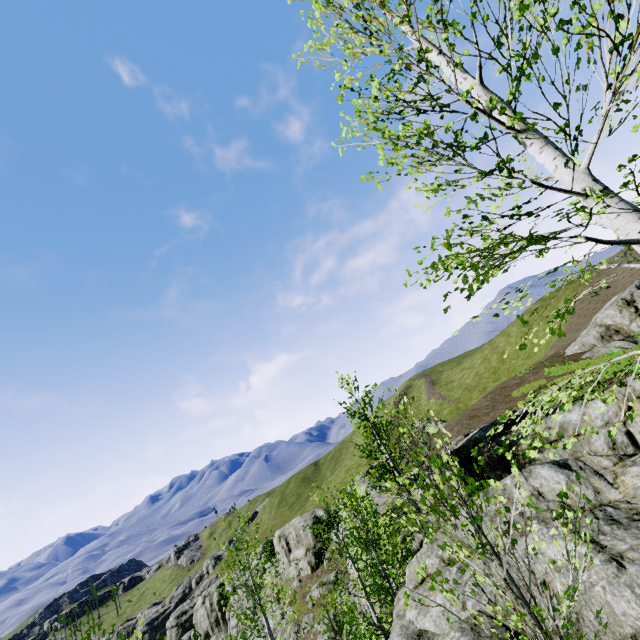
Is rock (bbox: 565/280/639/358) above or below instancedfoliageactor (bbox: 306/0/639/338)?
below

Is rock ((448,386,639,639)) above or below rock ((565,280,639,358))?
below

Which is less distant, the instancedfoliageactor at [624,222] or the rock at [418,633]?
the instancedfoliageactor at [624,222]

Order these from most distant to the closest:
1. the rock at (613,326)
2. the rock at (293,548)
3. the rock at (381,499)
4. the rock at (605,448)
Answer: the rock at (293,548) → the rock at (613,326) → the rock at (381,499) → the rock at (605,448)

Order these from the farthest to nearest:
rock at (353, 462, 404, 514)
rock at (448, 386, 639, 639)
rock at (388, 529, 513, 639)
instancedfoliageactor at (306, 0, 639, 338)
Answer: rock at (353, 462, 404, 514)
rock at (388, 529, 513, 639)
rock at (448, 386, 639, 639)
instancedfoliageactor at (306, 0, 639, 338)

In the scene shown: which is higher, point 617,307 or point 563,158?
point 563,158
